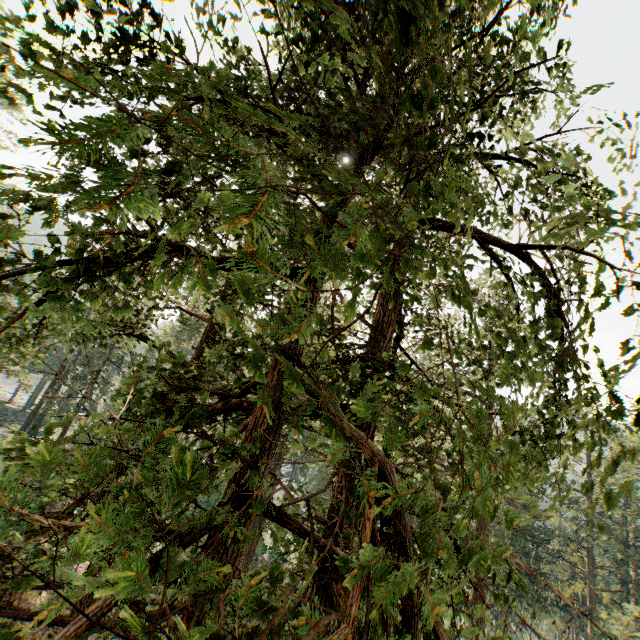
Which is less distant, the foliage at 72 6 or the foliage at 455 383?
the foliage at 455 383

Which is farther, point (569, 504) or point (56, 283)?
point (569, 504)

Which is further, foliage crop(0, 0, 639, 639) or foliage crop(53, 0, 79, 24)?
foliage crop(53, 0, 79, 24)
